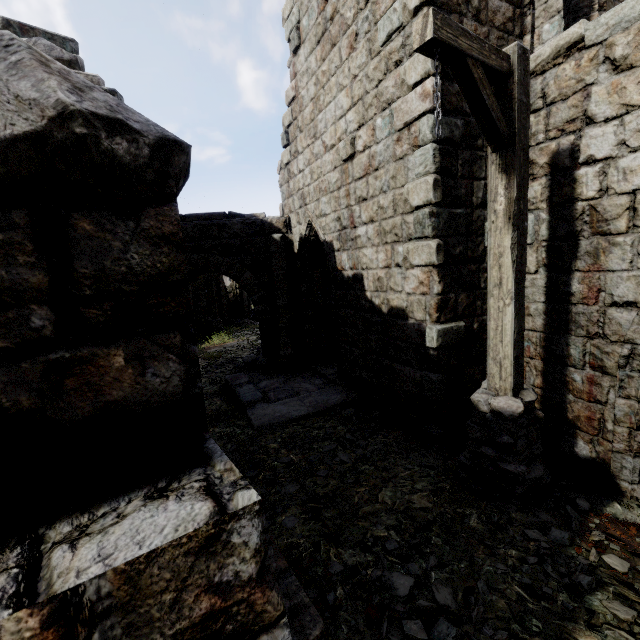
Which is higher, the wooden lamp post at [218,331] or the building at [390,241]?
the building at [390,241]

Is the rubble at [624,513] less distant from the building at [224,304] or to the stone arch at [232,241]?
the building at [224,304]

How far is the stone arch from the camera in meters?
8.9

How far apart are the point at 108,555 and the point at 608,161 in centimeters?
525cm

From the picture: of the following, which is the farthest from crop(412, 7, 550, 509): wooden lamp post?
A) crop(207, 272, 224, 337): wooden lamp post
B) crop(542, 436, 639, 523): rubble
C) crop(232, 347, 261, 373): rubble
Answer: crop(207, 272, 224, 337): wooden lamp post

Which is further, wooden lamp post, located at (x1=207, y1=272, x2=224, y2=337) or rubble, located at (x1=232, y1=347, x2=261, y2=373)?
wooden lamp post, located at (x1=207, y1=272, x2=224, y2=337)

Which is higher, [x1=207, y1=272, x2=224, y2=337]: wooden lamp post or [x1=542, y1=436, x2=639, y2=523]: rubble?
[x1=542, y1=436, x2=639, y2=523]: rubble

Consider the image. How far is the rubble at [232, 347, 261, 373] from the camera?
10.5 meters
